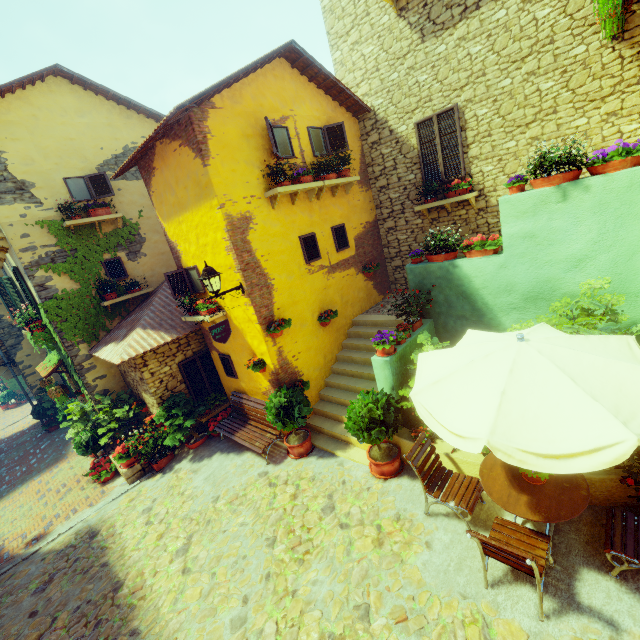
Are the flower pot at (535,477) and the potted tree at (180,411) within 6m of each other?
no

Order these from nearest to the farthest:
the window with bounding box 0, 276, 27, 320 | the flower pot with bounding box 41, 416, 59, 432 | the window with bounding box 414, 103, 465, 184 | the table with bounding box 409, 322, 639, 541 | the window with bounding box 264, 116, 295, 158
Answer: the table with bounding box 409, 322, 639, 541, the window with bounding box 264, 116, 295, 158, the window with bounding box 414, 103, 465, 184, the window with bounding box 0, 276, 27, 320, the flower pot with bounding box 41, 416, 59, 432

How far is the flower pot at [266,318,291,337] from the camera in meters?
7.1 m

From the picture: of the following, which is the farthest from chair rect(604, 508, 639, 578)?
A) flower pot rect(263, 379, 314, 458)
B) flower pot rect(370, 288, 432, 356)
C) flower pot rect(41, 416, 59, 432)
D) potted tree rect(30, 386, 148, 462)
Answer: flower pot rect(41, 416, 59, 432)

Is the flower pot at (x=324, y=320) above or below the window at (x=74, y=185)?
below

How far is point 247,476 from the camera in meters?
7.3 m

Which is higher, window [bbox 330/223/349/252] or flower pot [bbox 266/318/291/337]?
window [bbox 330/223/349/252]

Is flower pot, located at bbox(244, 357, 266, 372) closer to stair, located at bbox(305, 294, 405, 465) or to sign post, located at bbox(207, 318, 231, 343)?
sign post, located at bbox(207, 318, 231, 343)
